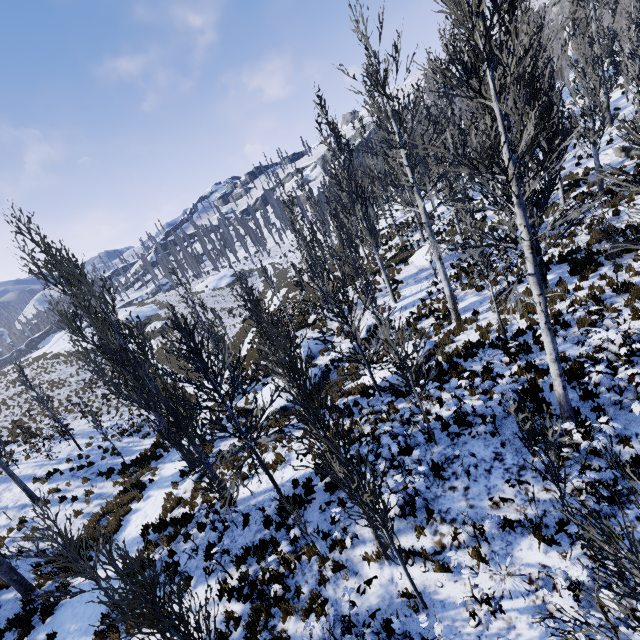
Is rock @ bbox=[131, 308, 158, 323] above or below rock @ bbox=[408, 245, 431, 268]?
above

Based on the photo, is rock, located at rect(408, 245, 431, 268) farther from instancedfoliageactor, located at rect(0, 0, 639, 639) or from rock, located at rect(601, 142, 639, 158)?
rock, located at rect(601, 142, 639, 158)

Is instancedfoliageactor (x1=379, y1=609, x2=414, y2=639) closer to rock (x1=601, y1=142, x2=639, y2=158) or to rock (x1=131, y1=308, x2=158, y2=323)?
rock (x1=601, y1=142, x2=639, y2=158)

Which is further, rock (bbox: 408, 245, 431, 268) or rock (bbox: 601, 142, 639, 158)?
rock (bbox: 408, 245, 431, 268)

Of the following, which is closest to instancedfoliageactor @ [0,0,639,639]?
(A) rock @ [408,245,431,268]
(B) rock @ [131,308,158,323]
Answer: (A) rock @ [408,245,431,268]

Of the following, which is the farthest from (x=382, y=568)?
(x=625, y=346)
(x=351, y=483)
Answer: (x=625, y=346)

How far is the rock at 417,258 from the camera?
22.9m

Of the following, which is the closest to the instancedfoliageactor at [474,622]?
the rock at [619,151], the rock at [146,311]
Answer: the rock at [619,151]
